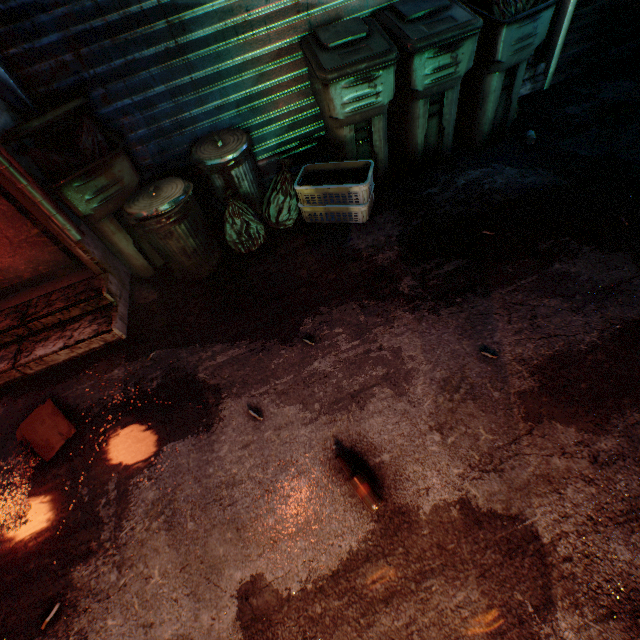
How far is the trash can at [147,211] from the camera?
2.1 meters

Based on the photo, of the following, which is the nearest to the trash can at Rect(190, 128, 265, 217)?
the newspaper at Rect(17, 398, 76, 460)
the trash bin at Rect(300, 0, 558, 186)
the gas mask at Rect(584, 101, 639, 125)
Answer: the trash bin at Rect(300, 0, 558, 186)

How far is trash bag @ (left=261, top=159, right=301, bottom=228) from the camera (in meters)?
2.50

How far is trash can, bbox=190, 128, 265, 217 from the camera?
2.4m

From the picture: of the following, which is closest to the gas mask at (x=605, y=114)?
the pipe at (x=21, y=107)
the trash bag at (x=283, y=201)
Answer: the trash bag at (x=283, y=201)

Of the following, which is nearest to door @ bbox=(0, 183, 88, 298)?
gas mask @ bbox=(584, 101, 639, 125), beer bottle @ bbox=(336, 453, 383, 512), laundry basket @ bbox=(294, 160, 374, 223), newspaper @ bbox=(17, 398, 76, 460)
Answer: newspaper @ bbox=(17, 398, 76, 460)

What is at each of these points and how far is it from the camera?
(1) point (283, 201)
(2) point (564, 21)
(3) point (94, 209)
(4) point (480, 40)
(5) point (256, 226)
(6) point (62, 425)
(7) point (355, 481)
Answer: (1) trash bag, 2.55m
(2) rolling door, 2.88m
(3) trash bin, 2.16m
(4) trash bin, 2.32m
(5) trash bag, 2.51m
(6) newspaper, 1.95m
(7) beer bottle, 1.42m

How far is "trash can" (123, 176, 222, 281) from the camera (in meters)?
2.10
